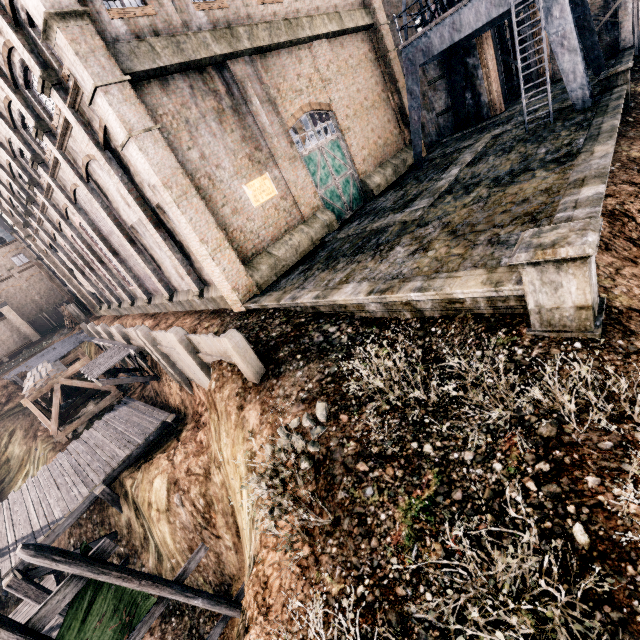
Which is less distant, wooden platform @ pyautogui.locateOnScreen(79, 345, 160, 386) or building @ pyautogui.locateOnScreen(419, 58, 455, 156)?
wooden platform @ pyautogui.locateOnScreen(79, 345, 160, 386)

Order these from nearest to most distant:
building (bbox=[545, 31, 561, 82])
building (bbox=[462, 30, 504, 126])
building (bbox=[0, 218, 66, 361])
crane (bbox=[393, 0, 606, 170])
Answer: crane (bbox=[393, 0, 606, 170]) < building (bbox=[462, 30, 504, 126]) < building (bbox=[545, 31, 561, 82]) < building (bbox=[0, 218, 66, 361])

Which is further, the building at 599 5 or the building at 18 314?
the building at 18 314

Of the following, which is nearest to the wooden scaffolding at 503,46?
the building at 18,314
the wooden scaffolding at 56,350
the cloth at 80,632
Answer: the wooden scaffolding at 56,350

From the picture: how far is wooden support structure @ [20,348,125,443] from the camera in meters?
23.5 m

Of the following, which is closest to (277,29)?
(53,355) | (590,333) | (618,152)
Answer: (618,152)

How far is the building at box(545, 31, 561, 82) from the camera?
25.7m

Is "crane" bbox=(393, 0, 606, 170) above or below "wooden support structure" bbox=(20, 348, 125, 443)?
above
